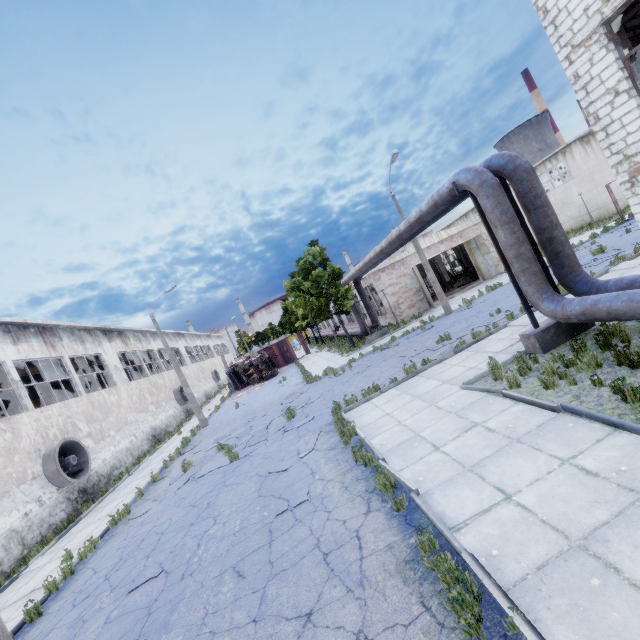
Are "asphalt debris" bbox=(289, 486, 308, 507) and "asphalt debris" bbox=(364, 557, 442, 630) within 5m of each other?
yes

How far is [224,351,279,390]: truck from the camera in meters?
33.1 m

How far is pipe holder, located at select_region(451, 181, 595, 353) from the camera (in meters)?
8.37

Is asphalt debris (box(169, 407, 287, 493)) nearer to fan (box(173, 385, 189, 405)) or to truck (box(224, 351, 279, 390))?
truck (box(224, 351, 279, 390))

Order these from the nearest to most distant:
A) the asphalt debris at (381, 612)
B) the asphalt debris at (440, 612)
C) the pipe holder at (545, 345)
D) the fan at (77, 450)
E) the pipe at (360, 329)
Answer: the asphalt debris at (440, 612) < the asphalt debris at (381, 612) < the pipe holder at (545, 345) < the fan at (77, 450) < the pipe at (360, 329)

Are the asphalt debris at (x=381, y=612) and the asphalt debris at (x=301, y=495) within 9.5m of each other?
yes

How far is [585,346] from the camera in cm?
762

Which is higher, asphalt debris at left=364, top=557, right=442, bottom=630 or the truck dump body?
the truck dump body
